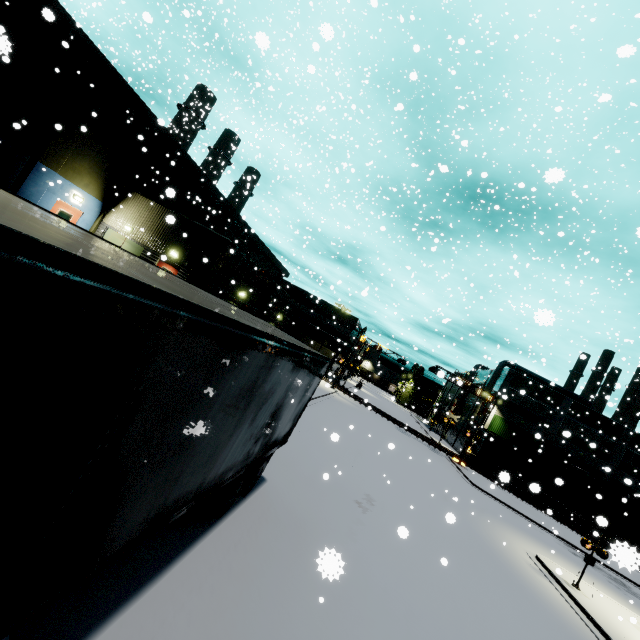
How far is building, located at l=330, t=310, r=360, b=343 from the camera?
52.9m

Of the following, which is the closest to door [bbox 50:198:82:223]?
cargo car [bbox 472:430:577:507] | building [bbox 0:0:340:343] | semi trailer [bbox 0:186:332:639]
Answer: building [bbox 0:0:340:343]

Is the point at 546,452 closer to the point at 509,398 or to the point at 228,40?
the point at 509,398

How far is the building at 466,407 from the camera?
51.4 meters

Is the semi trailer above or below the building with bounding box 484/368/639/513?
below

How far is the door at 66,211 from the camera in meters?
16.7

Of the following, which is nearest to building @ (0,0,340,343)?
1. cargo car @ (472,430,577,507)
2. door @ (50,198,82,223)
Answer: door @ (50,198,82,223)
